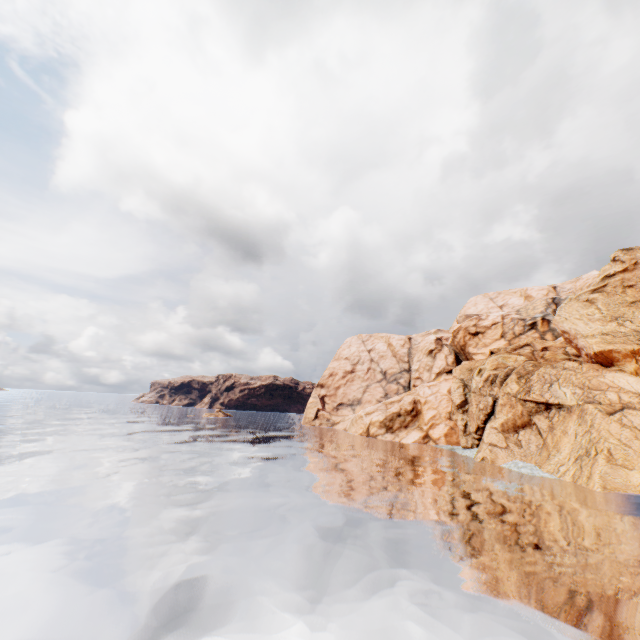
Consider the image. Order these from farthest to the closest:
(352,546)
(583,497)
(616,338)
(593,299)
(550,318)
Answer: (550,318) → (593,299) → (616,338) → (583,497) → (352,546)
